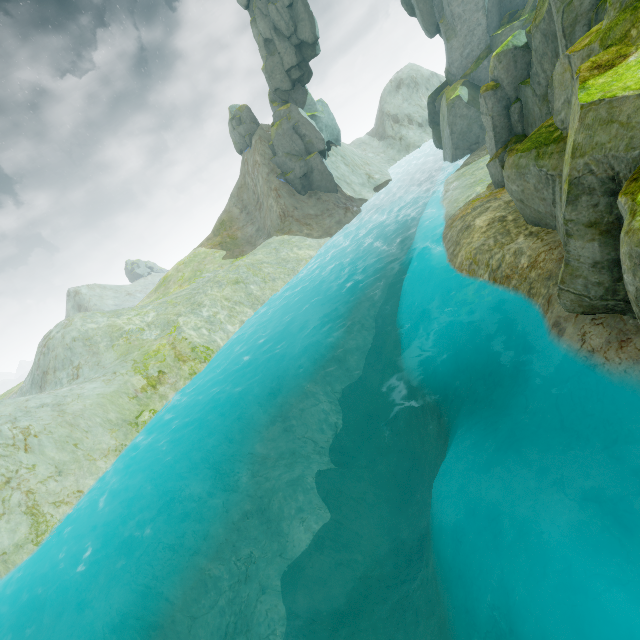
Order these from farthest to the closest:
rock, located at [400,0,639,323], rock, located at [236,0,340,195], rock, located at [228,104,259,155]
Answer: rock, located at [228,104,259,155] → rock, located at [236,0,340,195] → rock, located at [400,0,639,323]

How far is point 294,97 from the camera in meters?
40.3

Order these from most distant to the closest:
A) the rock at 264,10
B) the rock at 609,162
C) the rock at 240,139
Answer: the rock at 240,139 < the rock at 264,10 < the rock at 609,162

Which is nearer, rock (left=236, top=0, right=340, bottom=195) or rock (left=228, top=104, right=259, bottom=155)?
rock (left=236, top=0, right=340, bottom=195)

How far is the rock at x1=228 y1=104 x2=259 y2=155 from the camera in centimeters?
4250cm

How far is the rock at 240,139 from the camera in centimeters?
4250cm
